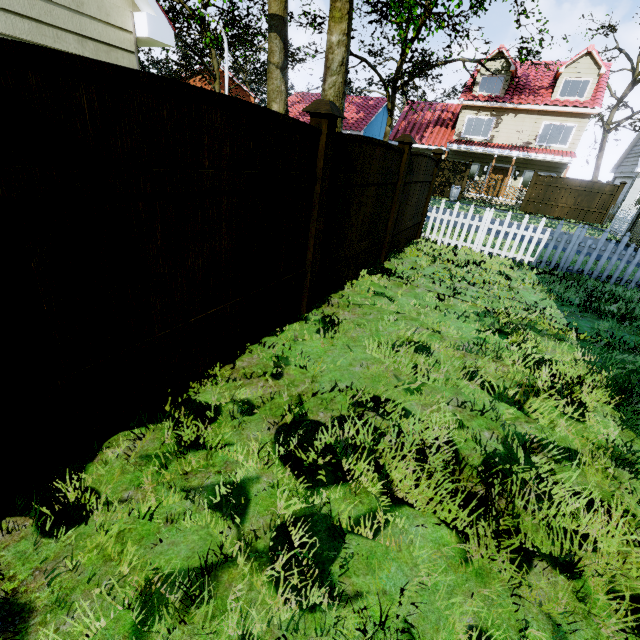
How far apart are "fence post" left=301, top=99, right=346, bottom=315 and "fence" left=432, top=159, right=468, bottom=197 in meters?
22.2 m

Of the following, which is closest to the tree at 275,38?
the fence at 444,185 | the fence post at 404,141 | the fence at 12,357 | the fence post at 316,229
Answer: the fence at 12,357

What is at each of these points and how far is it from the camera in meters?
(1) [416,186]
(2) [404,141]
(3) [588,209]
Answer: (1) fence, 7.1 m
(2) fence post, 5.4 m
(3) fence, 19.3 m

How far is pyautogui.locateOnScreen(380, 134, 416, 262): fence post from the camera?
5.5 meters

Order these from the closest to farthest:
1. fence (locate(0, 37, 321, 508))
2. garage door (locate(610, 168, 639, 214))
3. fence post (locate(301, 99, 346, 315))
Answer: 1. fence (locate(0, 37, 321, 508))
2. fence post (locate(301, 99, 346, 315))
3. garage door (locate(610, 168, 639, 214))

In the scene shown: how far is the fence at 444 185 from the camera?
21.7m

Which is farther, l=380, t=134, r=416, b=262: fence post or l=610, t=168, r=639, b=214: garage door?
l=610, t=168, r=639, b=214: garage door

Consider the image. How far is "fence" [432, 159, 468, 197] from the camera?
21.7 meters
